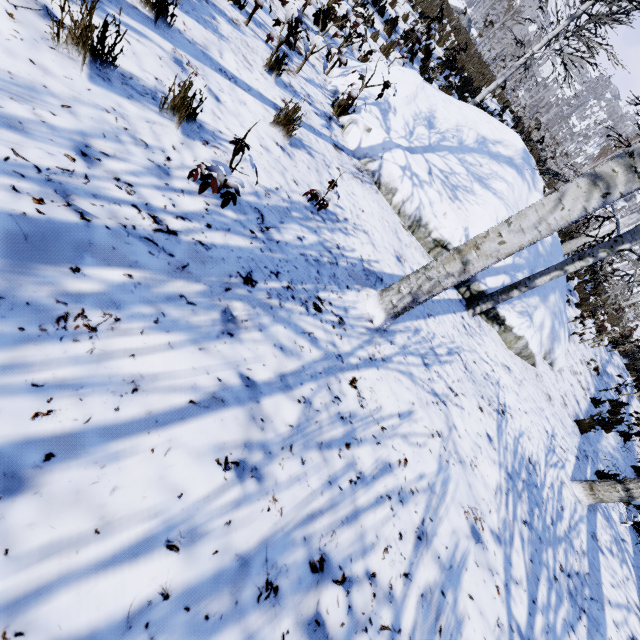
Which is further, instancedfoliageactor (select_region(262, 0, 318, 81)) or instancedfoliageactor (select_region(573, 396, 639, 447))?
instancedfoliageactor (select_region(573, 396, 639, 447))

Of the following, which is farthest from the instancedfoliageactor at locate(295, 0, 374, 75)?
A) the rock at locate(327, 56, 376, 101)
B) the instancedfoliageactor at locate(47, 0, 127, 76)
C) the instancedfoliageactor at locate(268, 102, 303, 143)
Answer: the instancedfoliageactor at locate(268, 102, 303, 143)

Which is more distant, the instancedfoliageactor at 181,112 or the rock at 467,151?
the rock at 467,151

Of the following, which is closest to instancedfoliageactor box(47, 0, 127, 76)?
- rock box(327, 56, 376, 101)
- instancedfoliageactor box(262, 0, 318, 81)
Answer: rock box(327, 56, 376, 101)

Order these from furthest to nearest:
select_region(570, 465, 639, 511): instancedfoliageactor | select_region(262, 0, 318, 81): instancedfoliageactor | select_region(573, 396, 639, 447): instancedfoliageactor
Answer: select_region(573, 396, 639, 447): instancedfoliageactor → select_region(570, 465, 639, 511): instancedfoliageactor → select_region(262, 0, 318, 81): instancedfoliageactor

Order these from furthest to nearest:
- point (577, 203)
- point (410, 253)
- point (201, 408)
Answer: point (410, 253)
point (577, 203)
point (201, 408)

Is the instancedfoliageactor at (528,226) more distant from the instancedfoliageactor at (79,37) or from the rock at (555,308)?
the instancedfoliageactor at (79,37)
